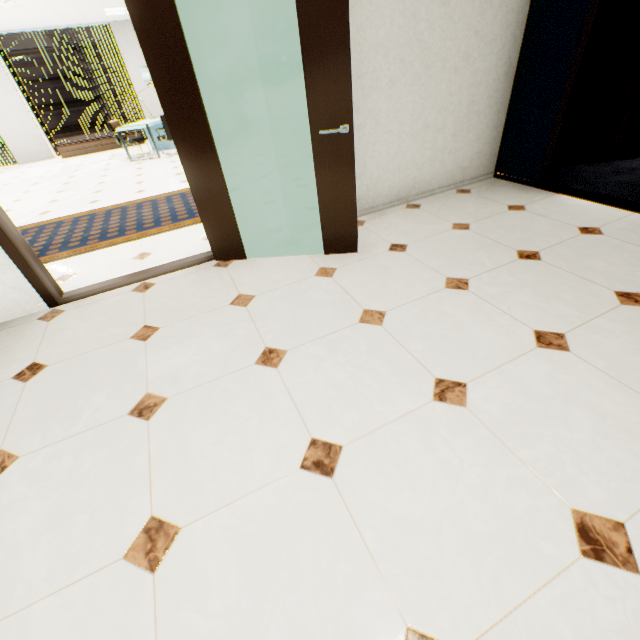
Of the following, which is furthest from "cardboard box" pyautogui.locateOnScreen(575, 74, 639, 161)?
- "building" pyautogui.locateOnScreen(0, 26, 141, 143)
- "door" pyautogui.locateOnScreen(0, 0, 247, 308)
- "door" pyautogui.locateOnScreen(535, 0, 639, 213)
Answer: "building" pyautogui.locateOnScreen(0, 26, 141, 143)

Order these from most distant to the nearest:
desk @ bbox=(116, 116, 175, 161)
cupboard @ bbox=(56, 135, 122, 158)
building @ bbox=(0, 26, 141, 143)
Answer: building @ bbox=(0, 26, 141, 143) < cupboard @ bbox=(56, 135, 122, 158) < desk @ bbox=(116, 116, 175, 161)

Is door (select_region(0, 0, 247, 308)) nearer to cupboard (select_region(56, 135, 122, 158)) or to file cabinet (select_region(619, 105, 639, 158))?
file cabinet (select_region(619, 105, 639, 158))

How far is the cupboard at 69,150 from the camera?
9.80m

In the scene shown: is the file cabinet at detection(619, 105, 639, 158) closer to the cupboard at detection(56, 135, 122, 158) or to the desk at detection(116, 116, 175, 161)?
the desk at detection(116, 116, 175, 161)

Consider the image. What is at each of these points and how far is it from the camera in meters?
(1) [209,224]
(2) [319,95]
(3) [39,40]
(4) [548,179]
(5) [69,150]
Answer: (1) door, 2.9 m
(2) door, 2.3 m
(3) building, 45.0 m
(4) door, 3.7 m
(5) cupboard, 9.8 m

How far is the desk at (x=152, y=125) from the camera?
7.73m

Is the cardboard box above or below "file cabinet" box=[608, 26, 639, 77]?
below
